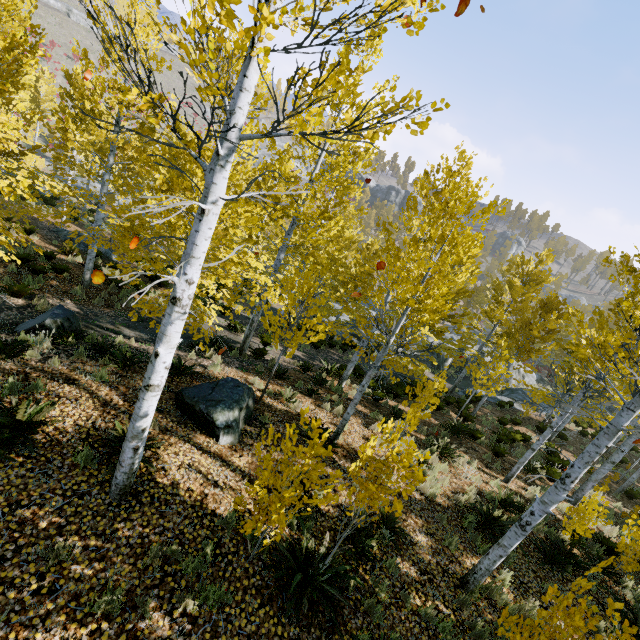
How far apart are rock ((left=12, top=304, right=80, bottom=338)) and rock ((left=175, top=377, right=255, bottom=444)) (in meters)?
3.69

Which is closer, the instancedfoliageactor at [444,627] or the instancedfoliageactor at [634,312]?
the instancedfoliageactor at [634,312]

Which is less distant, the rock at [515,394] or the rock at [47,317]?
the rock at [47,317]

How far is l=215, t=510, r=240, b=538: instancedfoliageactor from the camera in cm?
486

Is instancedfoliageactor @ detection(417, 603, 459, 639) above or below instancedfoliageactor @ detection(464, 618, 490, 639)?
above

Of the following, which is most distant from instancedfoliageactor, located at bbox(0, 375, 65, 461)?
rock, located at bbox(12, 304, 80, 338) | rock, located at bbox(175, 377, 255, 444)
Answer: rock, located at bbox(12, 304, 80, 338)

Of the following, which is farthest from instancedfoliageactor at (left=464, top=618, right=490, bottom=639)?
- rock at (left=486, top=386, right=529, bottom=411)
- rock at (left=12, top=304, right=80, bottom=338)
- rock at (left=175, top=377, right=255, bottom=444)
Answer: rock at (left=12, top=304, right=80, bottom=338)

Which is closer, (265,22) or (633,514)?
(265,22)
